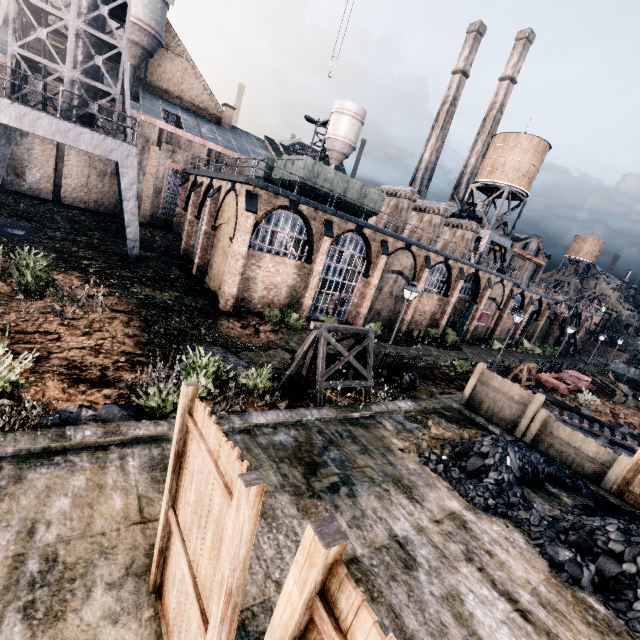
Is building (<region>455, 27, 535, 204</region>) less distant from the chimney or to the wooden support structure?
the chimney

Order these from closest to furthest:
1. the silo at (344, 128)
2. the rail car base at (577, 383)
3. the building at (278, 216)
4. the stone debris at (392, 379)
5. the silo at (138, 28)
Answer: the stone debris at (392, 379), the building at (278, 216), the rail car base at (577, 383), the silo at (138, 28), the silo at (344, 128)

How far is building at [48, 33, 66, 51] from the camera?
26.13m

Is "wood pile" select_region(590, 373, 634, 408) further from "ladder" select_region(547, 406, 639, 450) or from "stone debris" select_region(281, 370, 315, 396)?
"stone debris" select_region(281, 370, 315, 396)

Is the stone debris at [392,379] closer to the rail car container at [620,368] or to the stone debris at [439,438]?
the stone debris at [439,438]

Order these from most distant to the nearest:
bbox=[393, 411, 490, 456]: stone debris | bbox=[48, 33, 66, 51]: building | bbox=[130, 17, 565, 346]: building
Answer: bbox=[48, 33, 66, 51]: building
bbox=[130, 17, 565, 346]: building
bbox=[393, 411, 490, 456]: stone debris

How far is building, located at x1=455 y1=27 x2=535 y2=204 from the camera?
53.3 meters

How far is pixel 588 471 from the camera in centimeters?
1108cm
